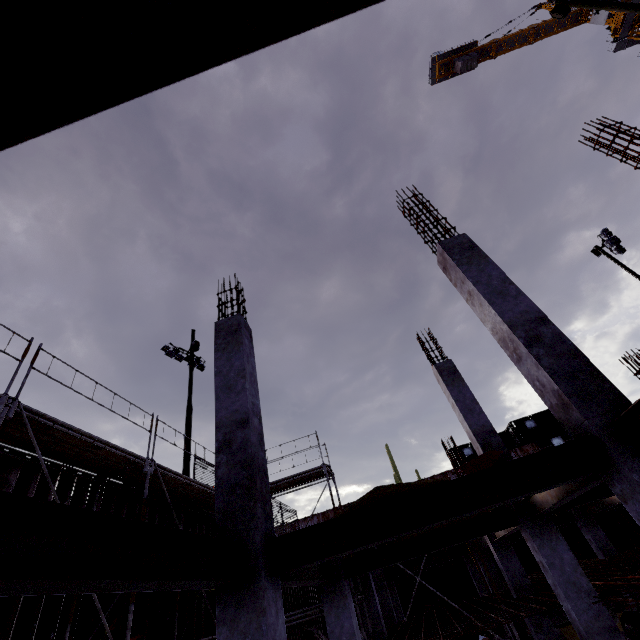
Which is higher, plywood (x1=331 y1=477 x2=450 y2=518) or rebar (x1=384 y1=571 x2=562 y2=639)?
plywood (x1=331 y1=477 x2=450 y2=518)

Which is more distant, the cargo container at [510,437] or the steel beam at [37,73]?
the cargo container at [510,437]

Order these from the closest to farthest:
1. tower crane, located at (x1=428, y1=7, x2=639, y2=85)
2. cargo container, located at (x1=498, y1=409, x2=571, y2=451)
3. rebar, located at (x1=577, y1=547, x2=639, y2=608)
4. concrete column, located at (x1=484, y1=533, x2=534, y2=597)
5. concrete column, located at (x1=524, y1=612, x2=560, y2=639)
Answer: rebar, located at (x1=577, y1=547, x2=639, y2=608), concrete column, located at (x1=524, y1=612, x2=560, y2=639), concrete column, located at (x1=484, y1=533, x2=534, y2=597), cargo container, located at (x1=498, y1=409, x2=571, y2=451), tower crane, located at (x1=428, y1=7, x2=639, y2=85)

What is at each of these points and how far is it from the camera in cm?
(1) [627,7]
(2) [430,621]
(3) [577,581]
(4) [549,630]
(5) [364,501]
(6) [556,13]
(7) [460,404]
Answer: (1) floodlight pole, 1074
(2) rebar, 1102
(3) concrete column, 663
(4) concrete column, 960
(5) plywood, 387
(6) electrical box, 1280
(7) concrete column, 941

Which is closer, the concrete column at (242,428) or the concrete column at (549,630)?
the concrete column at (242,428)

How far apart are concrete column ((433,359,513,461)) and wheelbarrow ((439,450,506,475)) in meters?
2.1

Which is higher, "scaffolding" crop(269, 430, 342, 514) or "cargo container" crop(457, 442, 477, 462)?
"cargo container" crop(457, 442, 477, 462)

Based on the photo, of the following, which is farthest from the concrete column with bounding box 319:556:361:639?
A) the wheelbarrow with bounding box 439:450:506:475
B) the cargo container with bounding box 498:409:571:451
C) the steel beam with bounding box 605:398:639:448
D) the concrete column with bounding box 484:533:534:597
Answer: the cargo container with bounding box 498:409:571:451
